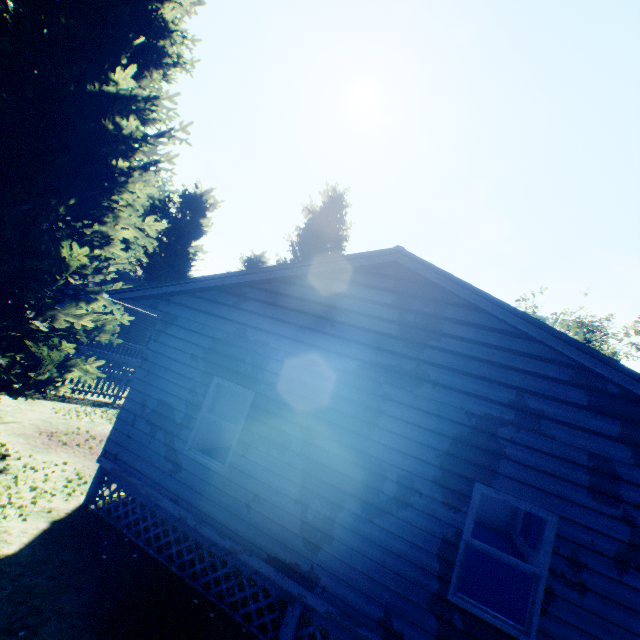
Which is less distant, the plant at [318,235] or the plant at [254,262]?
the plant at [318,235]

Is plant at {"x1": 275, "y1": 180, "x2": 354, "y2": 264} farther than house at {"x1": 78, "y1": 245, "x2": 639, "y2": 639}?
Yes

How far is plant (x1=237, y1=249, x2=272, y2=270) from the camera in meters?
42.3 m

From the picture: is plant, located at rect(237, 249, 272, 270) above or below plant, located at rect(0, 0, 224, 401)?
above

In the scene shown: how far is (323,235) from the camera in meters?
35.4 m

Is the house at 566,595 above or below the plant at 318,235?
below

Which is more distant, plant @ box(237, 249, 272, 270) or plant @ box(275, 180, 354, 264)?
plant @ box(237, 249, 272, 270)
